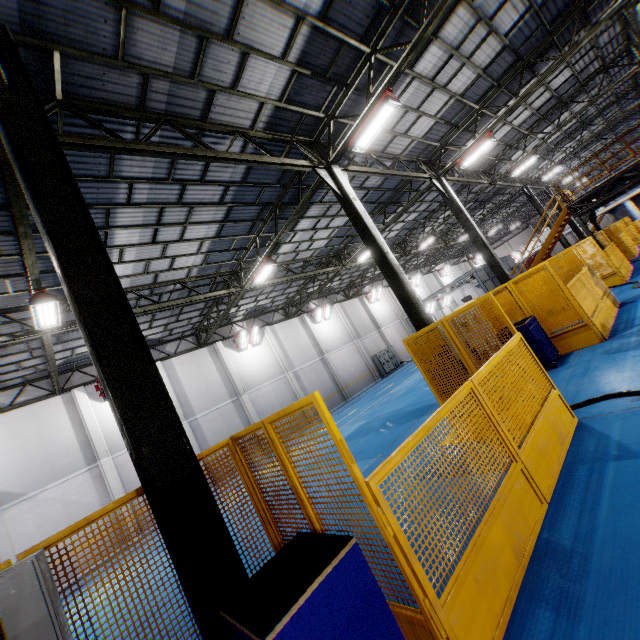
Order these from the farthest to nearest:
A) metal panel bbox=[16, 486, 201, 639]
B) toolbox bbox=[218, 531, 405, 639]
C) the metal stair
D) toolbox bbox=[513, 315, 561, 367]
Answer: the metal stair → toolbox bbox=[513, 315, 561, 367] → metal panel bbox=[16, 486, 201, 639] → toolbox bbox=[218, 531, 405, 639]

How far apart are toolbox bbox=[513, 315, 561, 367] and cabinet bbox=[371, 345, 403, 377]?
20.4 meters

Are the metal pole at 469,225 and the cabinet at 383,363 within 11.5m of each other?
no

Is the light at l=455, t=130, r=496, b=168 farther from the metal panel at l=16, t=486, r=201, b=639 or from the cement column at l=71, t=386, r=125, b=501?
the cement column at l=71, t=386, r=125, b=501

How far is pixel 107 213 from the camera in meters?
8.8

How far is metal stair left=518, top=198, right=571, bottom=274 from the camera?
17.9 meters

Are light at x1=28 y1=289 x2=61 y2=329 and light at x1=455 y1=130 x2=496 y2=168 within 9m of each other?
no

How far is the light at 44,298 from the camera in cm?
852
